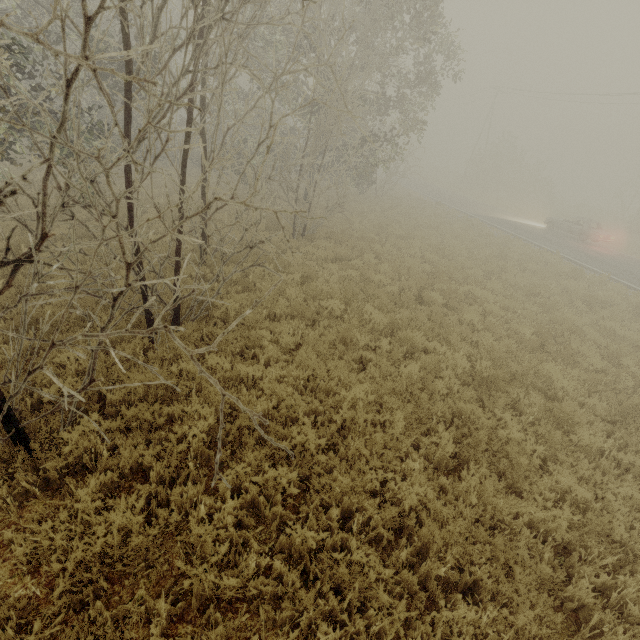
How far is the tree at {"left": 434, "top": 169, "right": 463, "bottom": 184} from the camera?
52.20m

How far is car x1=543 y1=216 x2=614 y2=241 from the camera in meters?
21.8

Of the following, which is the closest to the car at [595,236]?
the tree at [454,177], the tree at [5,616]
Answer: the tree at [5,616]

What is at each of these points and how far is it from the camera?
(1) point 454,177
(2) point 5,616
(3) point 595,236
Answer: (1) tree, 54.09m
(2) tree, 2.73m
(3) car, 21.72m

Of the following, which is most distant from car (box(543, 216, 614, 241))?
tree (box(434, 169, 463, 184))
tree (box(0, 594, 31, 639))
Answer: tree (box(434, 169, 463, 184))

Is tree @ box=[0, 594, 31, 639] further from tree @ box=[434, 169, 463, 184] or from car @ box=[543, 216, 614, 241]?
tree @ box=[434, 169, 463, 184]

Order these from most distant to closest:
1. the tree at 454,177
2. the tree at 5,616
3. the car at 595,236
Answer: the tree at 454,177 < the car at 595,236 < the tree at 5,616

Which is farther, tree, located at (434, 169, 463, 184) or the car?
tree, located at (434, 169, 463, 184)
